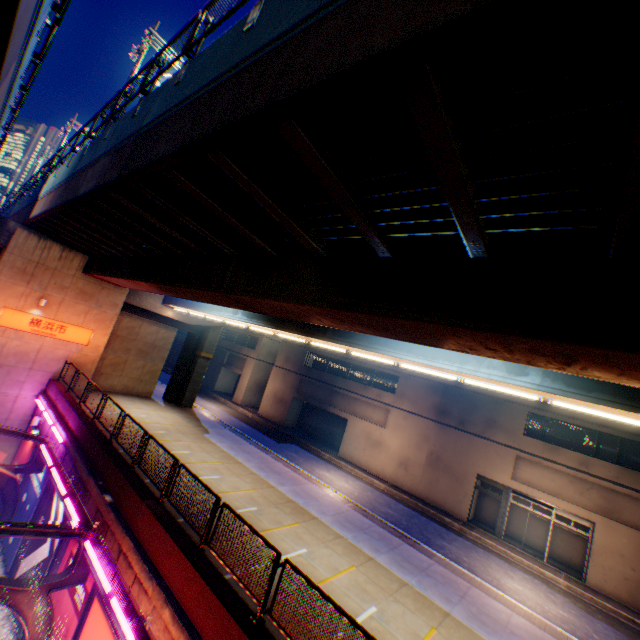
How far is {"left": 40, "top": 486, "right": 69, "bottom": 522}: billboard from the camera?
12.50m

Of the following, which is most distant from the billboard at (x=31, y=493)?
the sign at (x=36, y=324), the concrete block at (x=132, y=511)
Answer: the sign at (x=36, y=324)

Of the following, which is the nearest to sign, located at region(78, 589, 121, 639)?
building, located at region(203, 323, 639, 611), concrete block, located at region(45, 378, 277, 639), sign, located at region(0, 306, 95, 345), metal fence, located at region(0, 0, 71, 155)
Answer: concrete block, located at region(45, 378, 277, 639)

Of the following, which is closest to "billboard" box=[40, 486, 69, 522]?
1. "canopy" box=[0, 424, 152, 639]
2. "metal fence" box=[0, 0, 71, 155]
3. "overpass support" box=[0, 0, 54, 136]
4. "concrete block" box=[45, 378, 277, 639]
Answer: "canopy" box=[0, 424, 152, 639]

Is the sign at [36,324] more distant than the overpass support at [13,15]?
Yes

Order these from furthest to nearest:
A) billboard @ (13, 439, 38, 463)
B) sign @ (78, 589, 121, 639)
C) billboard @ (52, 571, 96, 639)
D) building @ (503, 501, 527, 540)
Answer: building @ (503, 501, 527, 540)
billboard @ (13, 439, 38, 463)
billboard @ (52, 571, 96, 639)
sign @ (78, 589, 121, 639)

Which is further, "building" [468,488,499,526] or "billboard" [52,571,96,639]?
"building" [468,488,499,526]

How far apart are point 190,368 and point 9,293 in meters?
13.1
